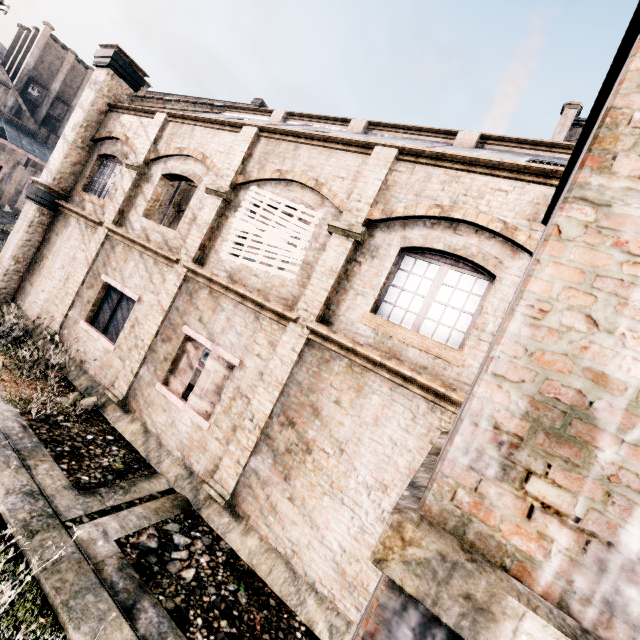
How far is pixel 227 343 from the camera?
8.19m

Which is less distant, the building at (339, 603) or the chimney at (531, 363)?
the chimney at (531, 363)

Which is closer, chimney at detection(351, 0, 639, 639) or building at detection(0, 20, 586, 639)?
chimney at detection(351, 0, 639, 639)
